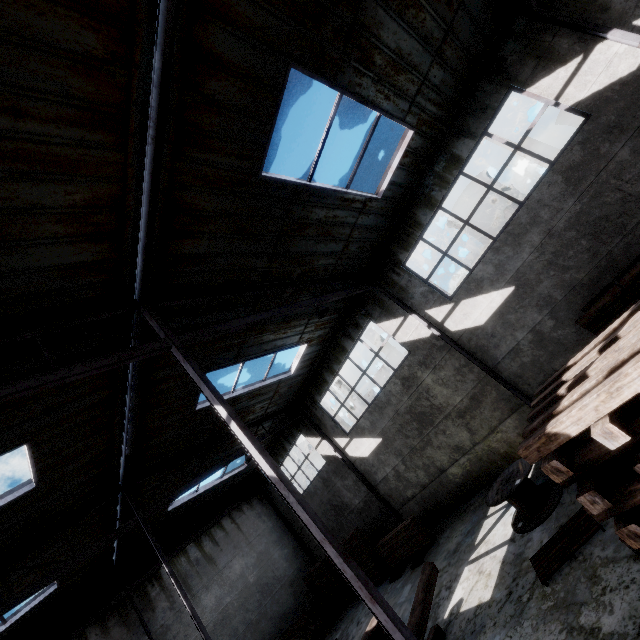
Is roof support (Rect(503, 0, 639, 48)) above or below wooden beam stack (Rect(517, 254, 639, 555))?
above

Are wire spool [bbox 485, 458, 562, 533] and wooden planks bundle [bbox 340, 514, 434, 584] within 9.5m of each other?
yes

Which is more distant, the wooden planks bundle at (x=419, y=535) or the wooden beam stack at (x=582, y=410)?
the wooden planks bundle at (x=419, y=535)

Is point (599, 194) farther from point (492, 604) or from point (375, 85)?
point (492, 604)

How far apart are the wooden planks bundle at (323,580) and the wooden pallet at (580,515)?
11.7m

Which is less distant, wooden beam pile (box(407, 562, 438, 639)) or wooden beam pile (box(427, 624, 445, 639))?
wooden beam pile (box(407, 562, 438, 639))

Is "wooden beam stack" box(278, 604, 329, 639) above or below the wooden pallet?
above

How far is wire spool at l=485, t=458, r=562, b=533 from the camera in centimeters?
705cm
